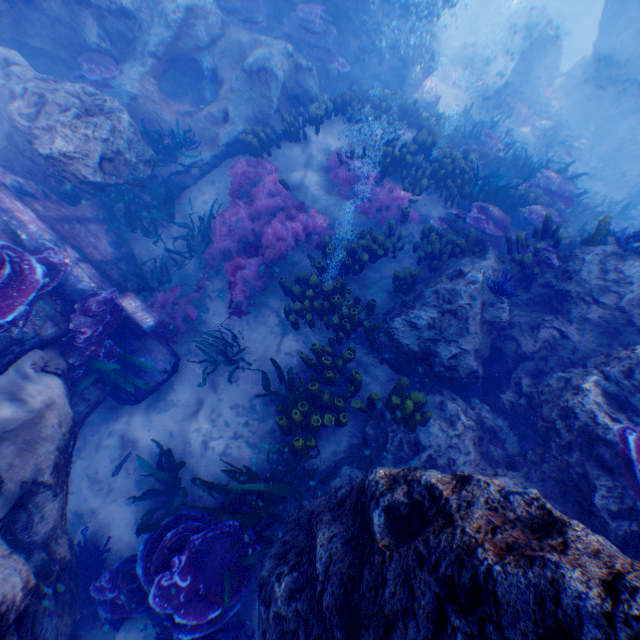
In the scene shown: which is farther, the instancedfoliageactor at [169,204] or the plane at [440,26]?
the plane at [440,26]

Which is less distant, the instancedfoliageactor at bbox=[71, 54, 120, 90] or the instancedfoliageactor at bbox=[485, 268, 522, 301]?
the instancedfoliageactor at bbox=[485, 268, 522, 301]

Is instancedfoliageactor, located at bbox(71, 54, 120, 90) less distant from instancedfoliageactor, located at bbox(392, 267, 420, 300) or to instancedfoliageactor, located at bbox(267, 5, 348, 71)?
instancedfoliageactor, located at bbox(267, 5, 348, 71)

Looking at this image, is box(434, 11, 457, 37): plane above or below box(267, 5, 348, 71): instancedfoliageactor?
below

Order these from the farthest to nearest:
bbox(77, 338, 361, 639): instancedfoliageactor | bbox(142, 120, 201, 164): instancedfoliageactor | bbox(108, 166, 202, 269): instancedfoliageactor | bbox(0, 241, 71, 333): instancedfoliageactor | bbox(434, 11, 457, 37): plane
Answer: bbox(434, 11, 457, 37): plane → bbox(142, 120, 201, 164): instancedfoliageactor → bbox(108, 166, 202, 269): instancedfoliageactor → bbox(0, 241, 71, 333): instancedfoliageactor → bbox(77, 338, 361, 639): instancedfoliageactor

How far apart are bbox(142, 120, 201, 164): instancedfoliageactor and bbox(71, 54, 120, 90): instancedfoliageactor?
0.9m

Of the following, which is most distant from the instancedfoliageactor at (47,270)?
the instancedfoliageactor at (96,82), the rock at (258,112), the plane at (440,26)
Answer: the plane at (440,26)

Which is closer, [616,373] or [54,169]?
[616,373]
